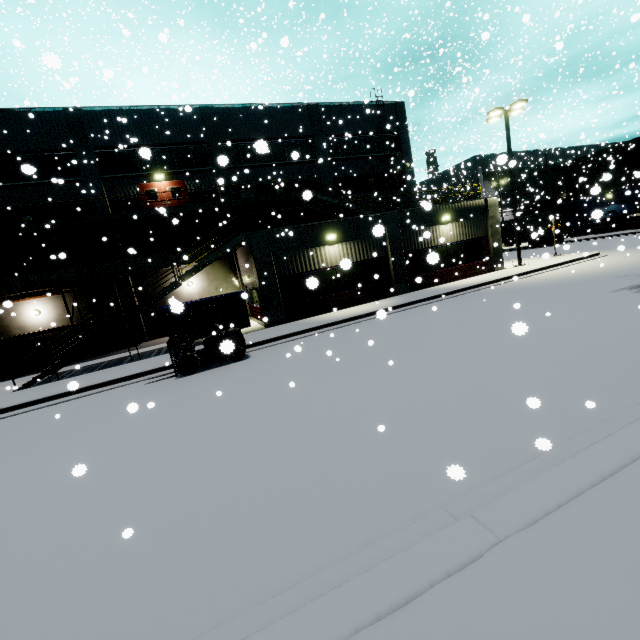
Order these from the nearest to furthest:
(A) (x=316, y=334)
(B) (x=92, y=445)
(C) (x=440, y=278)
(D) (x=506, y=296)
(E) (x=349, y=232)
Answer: (B) (x=92, y=445) → (A) (x=316, y=334) → (D) (x=506, y=296) → (E) (x=349, y=232) → (C) (x=440, y=278)

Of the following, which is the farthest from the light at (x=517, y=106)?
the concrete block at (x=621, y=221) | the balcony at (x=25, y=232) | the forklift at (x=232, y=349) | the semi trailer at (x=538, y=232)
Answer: the forklift at (x=232, y=349)

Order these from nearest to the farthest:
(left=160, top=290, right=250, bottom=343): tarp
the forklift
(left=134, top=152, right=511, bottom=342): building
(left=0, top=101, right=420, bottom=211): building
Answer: the forklift → (left=160, top=290, right=250, bottom=343): tarp → (left=134, top=152, right=511, bottom=342): building → (left=0, top=101, right=420, bottom=211): building

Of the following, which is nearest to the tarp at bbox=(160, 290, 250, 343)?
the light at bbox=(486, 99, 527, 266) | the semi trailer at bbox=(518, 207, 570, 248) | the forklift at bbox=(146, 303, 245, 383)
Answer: the forklift at bbox=(146, 303, 245, 383)

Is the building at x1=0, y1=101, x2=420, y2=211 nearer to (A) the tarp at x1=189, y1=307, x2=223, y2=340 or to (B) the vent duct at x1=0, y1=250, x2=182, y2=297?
(B) the vent duct at x1=0, y1=250, x2=182, y2=297

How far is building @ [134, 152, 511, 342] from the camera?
16.9 meters

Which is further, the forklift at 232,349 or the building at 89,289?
the building at 89,289

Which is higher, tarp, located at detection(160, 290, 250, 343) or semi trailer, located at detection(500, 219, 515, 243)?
semi trailer, located at detection(500, 219, 515, 243)
